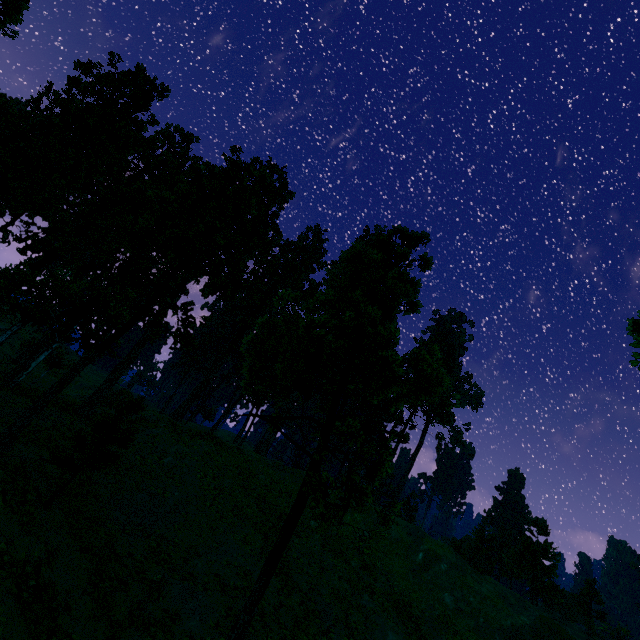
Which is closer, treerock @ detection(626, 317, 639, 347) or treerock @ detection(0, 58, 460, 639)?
treerock @ detection(626, 317, 639, 347)

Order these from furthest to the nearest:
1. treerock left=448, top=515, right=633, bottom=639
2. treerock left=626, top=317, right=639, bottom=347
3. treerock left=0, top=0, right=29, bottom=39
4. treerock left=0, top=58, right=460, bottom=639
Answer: treerock left=448, top=515, right=633, bottom=639 < treerock left=0, top=0, right=29, bottom=39 < treerock left=0, top=58, right=460, bottom=639 < treerock left=626, top=317, right=639, bottom=347

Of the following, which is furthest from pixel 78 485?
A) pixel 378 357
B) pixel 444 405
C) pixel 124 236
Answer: pixel 444 405

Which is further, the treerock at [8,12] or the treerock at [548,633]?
the treerock at [548,633]

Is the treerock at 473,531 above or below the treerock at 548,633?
above

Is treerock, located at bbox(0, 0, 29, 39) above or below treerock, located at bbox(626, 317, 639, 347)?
above
